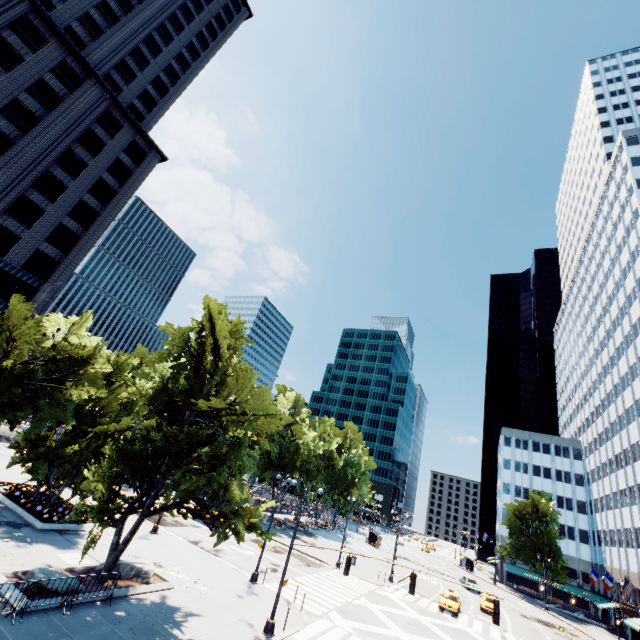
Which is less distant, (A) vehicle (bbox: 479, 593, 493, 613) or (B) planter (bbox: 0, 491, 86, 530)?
(B) planter (bbox: 0, 491, 86, 530)

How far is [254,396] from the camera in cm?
1623

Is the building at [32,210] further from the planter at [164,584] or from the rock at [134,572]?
the rock at [134,572]

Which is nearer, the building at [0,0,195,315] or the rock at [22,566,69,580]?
the rock at [22,566,69,580]

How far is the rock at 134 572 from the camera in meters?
17.2 m

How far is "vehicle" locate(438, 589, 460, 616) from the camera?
31.64m

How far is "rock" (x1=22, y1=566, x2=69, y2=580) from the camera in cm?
1377

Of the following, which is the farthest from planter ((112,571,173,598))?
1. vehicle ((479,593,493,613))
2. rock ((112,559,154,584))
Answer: vehicle ((479,593,493,613))
